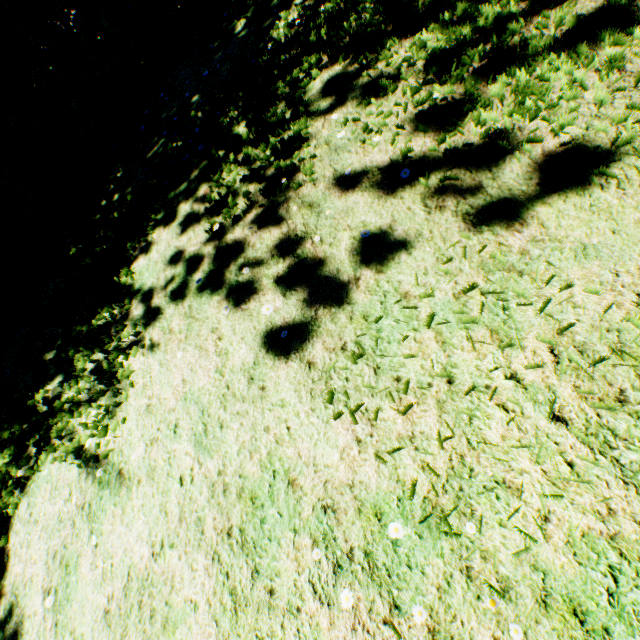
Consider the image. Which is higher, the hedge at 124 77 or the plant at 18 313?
the hedge at 124 77

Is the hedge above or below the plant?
above

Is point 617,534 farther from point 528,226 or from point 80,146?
point 80,146
